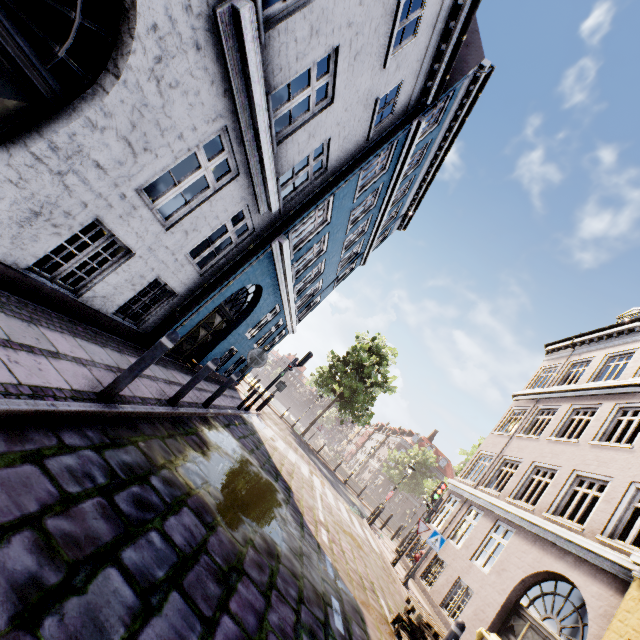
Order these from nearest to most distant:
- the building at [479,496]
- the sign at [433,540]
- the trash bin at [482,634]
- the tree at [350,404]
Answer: the trash bin at [482,634] → the building at [479,496] → the sign at [433,540] → the tree at [350,404]

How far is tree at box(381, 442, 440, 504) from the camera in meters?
43.3 m

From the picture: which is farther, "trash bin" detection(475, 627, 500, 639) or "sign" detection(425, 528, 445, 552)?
"sign" detection(425, 528, 445, 552)

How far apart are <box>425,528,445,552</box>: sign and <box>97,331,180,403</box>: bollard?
10.7 meters

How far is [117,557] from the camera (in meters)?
2.33

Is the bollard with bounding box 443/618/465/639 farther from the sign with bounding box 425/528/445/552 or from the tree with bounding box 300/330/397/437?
the tree with bounding box 300/330/397/437

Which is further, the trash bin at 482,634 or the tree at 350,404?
the tree at 350,404

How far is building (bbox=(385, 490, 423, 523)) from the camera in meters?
53.2 m
